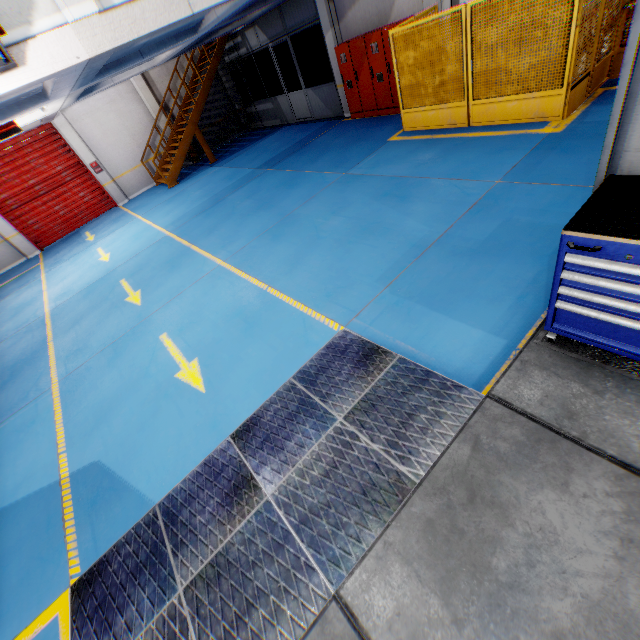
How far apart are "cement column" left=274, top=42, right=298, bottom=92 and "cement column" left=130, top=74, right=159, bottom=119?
7.1m

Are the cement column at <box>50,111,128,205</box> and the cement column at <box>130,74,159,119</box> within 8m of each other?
yes

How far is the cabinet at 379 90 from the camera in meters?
9.6 m

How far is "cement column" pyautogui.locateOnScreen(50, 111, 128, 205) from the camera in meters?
13.2 m

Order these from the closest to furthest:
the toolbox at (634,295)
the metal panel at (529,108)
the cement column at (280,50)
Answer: the toolbox at (634,295) → the metal panel at (529,108) → the cement column at (280,50)

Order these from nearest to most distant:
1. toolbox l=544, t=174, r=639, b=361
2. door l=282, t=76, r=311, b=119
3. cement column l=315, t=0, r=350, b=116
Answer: toolbox l=544, t=174, r=639, b=361 → cement column l=315, t=0, r=350, b=116 → door l=282, t=76, r=311, b=119

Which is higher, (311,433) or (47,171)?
(47,171)

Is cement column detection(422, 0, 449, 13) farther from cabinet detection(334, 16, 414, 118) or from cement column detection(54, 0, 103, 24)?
cement column detection(54, 0, 103, 24)
